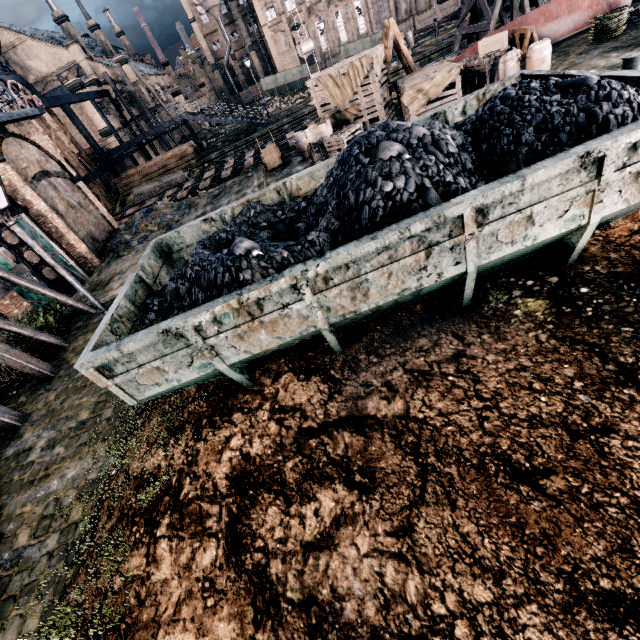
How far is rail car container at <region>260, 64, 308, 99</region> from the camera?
53.8m

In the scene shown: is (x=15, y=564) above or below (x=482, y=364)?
below

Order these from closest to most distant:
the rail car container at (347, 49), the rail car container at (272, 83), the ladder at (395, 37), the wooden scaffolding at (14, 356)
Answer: the wooden scaffolding at (14, 356)
the ladder at (395, 37)
the rail car container at (347, 49)
the rail car container at (272, 83)

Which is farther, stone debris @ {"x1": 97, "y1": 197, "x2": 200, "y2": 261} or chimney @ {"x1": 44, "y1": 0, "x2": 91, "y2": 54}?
chimney @ {"x1": 44, "y1": 0, "x2": 91, "y2": 54}

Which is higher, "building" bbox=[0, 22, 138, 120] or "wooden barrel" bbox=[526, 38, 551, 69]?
"building" bbox=[0, 22, 138, 120]

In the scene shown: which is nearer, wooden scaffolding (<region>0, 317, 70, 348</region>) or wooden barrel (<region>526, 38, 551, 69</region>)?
wooden scaffolding (<region>0, 317, 70, 348</region>)

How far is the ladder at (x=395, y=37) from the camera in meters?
17.5 m

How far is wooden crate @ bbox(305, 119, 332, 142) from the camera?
16.2 meters
